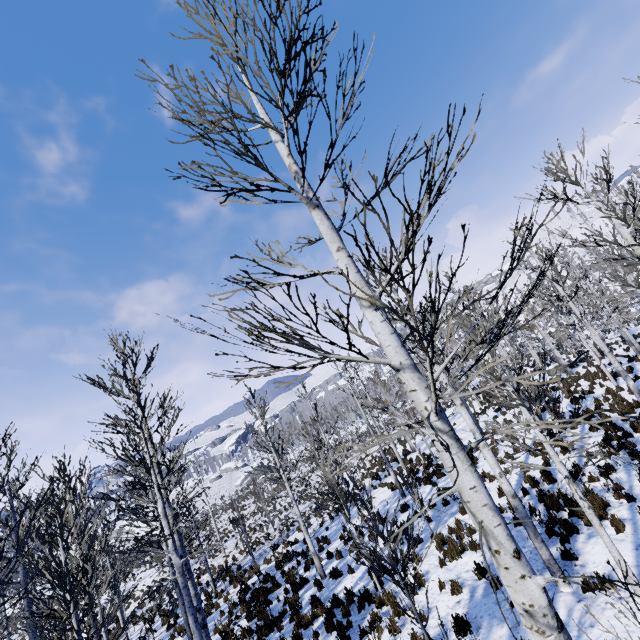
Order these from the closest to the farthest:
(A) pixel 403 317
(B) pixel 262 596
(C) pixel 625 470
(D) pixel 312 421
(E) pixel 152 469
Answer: (E) pixel 152 469, (A) pixel 403 317, (C) pixel 625 470, (B) pixel 262 596, (D) pixel 312 421

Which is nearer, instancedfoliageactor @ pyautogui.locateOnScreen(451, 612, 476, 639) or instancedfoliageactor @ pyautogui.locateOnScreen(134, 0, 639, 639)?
instancedfoliageactor @ pyautogui.locateOnScreen(134, 0, 639, 639)

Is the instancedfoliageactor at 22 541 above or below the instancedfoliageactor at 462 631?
above

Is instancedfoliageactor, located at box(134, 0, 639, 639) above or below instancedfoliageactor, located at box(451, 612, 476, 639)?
above
